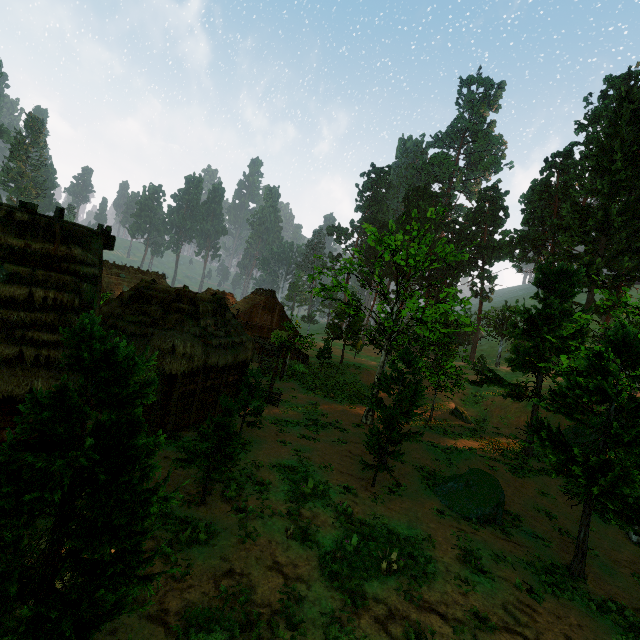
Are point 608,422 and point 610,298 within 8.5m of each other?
yes

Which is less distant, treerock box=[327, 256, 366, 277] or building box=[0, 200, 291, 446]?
building box=[0, 200, 291, 446]

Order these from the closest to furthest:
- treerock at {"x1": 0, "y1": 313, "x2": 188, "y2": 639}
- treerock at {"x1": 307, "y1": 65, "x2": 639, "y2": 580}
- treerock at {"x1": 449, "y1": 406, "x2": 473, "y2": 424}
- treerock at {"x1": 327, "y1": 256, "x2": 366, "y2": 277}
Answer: treerock at {"x1": 0, "y1": 313, "x2": 188, "y2": 639}
treerock at {"x1": 307, "y1": 65, "x2": 639, "y2": 580}
treerock at {"x1": 327, "y1": 256, "x2": 366, "y2": 277}
treerock at {"x1": 449, "y1": 406, "x2": 473, "y2": 424}

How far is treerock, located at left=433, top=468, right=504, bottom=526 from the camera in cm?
1345

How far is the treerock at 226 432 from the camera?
10.2 meters

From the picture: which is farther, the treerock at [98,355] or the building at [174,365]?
the building at [174,365]

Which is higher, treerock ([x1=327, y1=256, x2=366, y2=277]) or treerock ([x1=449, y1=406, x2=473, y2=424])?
treerock ([x1=327, y1=256, x2=366, y2=277])
